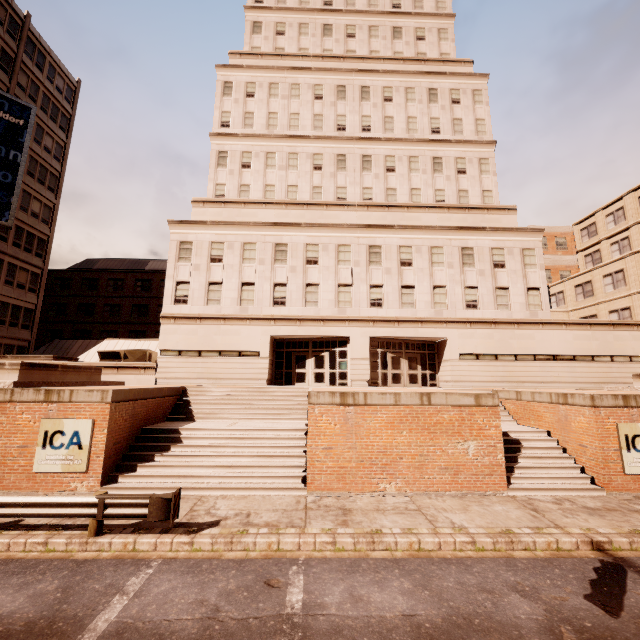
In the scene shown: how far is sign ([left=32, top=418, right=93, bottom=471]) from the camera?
10.86m

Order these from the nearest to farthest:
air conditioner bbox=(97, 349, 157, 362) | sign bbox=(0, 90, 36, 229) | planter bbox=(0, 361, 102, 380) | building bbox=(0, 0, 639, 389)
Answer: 1. planter bbox=(0, 361, 102, 380)
2. building bbox=(0, 0, 639, 389)
3. air conditioner bbox=(97, 349, 157, 362)
4. sign bbox=(0, 90, 36, 229)

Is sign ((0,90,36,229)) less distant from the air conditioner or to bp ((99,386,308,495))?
the air conditioner

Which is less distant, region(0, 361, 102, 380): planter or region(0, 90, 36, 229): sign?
region(0, 361, 102, 380): planter

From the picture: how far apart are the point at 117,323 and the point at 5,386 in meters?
34.1 m

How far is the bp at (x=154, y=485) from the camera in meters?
11.0 m

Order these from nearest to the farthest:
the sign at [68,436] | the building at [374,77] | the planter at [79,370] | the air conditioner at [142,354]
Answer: the sign at [68,436] → the planter at [79,370] → the building at [374,77] → the air conditioner at [142,354]

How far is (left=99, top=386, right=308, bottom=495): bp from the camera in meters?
11.0
